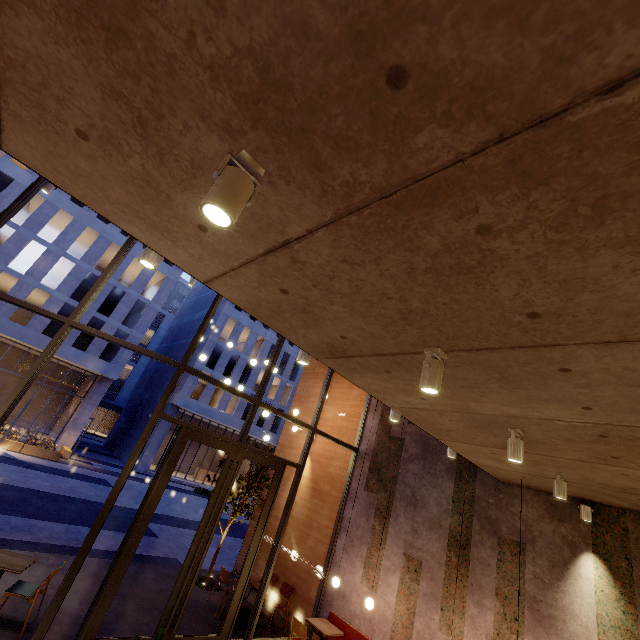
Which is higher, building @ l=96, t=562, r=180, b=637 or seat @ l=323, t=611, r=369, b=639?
seat @ l=323, t=611, r=369, b=639

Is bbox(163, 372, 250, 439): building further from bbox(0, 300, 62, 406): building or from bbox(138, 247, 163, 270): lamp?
bbox(138, 247, 163, 270): lamp

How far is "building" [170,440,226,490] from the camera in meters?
30.7 m

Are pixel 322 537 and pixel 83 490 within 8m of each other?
no

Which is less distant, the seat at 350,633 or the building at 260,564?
the seat at 350,633

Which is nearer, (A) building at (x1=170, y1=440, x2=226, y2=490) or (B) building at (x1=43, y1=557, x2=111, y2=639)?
(B) building at (x1=43, y1=557, x2=111, y2=639)

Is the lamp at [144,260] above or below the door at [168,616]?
above

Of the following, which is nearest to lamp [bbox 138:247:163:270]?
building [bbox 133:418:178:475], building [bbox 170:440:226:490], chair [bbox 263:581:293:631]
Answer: chair [bbox 263:581:293:631]
